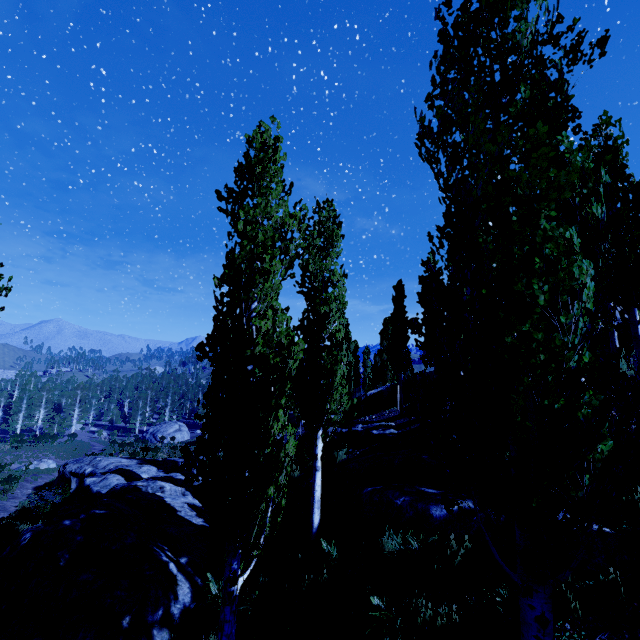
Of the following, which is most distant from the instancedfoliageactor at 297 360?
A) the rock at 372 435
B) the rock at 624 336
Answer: the rock at 624 336

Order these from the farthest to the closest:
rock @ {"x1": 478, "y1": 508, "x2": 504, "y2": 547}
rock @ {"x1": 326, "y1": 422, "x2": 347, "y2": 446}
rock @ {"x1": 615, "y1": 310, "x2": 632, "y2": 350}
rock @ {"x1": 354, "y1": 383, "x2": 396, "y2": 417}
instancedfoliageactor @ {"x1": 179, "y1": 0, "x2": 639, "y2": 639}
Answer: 1. rock @ {"x1": 354, "y1": 383, "x2": 396, "y2": 417}
2. rock @ {"x1": 326, "y1": 422, "x2": 347, "y2": 446}
3. rock @ {"x1": 615, "y1": 310, "x2": 632, "y2": 350}
4. rock @ {"x1": 478, "y1": 508, "x2": 504, "y2": 547}
5. instancedfoliageactor @ {"x1": 179, "y1": 0, "x2": 639, "y2": 639}

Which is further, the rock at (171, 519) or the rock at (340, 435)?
the rock at (340, 435)

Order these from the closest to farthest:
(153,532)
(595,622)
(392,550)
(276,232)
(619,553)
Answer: (595,622), (619,553), (276,232), (392,550), (153,532)

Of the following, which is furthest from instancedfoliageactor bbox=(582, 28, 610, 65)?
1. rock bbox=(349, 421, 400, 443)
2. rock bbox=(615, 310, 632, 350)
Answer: rock bbox=(615, 310, 632, 350)

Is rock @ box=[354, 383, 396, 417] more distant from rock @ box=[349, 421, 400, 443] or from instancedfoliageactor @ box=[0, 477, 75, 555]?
rock @ box=[349, 421, 400, 443]

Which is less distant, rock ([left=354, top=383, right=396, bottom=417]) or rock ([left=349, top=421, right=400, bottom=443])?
rock ([left=349, top=421, right=400, bottom=443])

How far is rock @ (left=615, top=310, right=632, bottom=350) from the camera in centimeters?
1555cm
